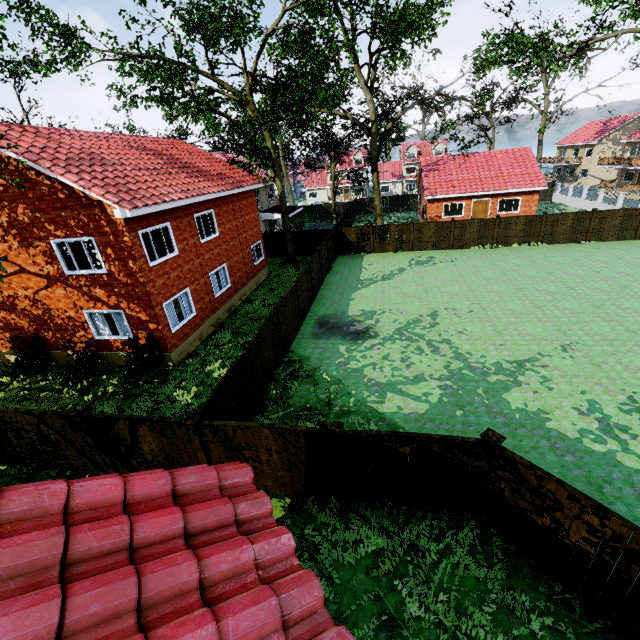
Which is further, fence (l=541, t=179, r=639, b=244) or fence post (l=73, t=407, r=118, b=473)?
fence (l=541, t=179, r=639, b=244)

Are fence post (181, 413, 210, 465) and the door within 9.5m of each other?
no

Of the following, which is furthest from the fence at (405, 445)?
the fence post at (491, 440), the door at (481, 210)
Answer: the door at (481, 210)

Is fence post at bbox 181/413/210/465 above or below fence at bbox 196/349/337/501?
above

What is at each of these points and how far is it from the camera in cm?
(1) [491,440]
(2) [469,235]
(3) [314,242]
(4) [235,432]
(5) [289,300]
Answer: (1) fence post, 600
(2) fence, 2628
(3) fence, 2888
(4) fence, 736
(5) fence, 1488

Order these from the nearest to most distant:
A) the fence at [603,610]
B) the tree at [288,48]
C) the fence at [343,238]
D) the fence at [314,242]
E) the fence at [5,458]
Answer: the fence at [603,610] < the fence at [5,458] < the tree at [288,48] < the fence at [314,242] < the fence at [343,238]

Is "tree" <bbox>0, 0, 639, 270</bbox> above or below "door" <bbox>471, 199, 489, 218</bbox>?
above

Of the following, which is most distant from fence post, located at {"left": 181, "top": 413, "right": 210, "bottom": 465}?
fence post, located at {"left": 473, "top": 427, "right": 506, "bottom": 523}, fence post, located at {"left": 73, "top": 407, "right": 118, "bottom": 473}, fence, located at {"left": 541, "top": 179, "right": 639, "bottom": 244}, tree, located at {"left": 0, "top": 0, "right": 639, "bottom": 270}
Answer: fence post, located at {"left": 473, "top": 427, "right": 506, "bottom": 523}
